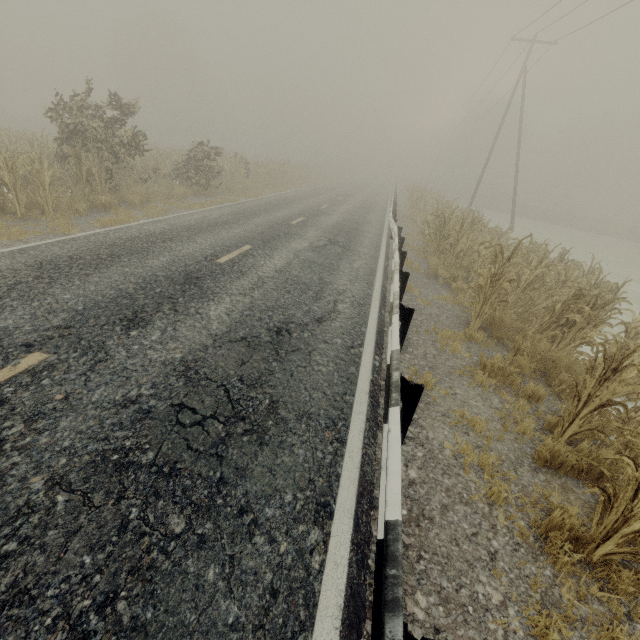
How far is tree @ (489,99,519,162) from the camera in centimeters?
5659cm

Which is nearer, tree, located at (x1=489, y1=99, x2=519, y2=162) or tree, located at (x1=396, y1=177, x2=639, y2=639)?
tree, located at (x1=396, y1=177, x2=639, y2=639)

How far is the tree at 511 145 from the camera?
56.6 meters

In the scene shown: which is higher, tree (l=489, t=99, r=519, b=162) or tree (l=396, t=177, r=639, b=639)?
tree (l=489, t=99, r=519, b=162)

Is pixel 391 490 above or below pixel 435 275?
above

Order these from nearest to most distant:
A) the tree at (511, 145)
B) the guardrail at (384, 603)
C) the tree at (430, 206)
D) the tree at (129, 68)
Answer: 1. the guardrail at (384, 603)
2. the tree at (430, 206)
3. the tree at (129, 68)
4. the tree at (511, 145)

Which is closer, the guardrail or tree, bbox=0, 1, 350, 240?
the guardrail
